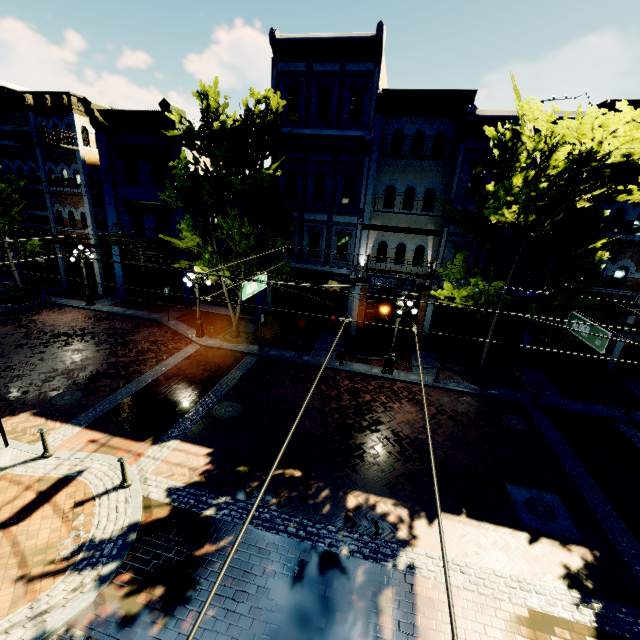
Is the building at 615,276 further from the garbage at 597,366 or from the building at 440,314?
the garbage at 597,366

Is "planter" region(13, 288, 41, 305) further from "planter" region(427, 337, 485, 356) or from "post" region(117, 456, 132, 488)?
"planter" region(427, 337, 485, 356)

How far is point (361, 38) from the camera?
14.2 meters

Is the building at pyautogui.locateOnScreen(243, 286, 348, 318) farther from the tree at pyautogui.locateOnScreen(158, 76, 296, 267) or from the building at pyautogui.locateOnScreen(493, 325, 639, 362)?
the building at pyautogui.locateOnScreen(493, 325, 639, 362)

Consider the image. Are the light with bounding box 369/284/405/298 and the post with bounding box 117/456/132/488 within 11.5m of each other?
yes

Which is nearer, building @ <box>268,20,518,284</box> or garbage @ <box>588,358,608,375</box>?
building @ <box>268,20,518,284</box>

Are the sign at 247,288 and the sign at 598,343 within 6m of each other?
no

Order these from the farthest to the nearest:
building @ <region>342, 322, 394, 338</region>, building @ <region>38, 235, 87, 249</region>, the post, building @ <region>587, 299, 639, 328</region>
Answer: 1. building @ <region>38, 235, 87, 249</region>
2. building @ <region>342, 322, 394, 338</region>
3. building @ <region>587, 299, 639, 328</region>
4. the post
